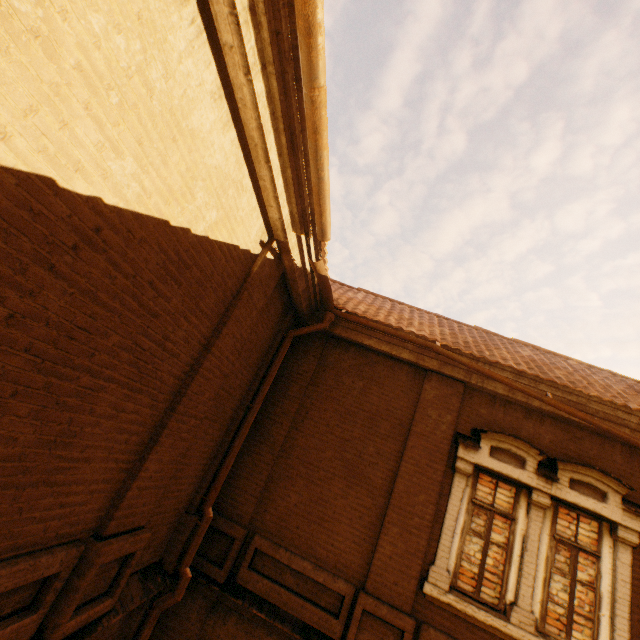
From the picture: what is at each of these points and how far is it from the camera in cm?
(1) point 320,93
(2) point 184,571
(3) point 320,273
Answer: (1) gutter, 273
(2) drain pipe, 480
(3) gutter, 482

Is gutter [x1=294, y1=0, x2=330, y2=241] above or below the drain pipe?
above

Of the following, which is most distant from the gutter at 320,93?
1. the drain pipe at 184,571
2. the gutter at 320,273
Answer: the drain pipe at 184,571

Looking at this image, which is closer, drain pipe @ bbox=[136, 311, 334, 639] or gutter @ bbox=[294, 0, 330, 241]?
gutter @ bbox=[294, 0, 330, 241]

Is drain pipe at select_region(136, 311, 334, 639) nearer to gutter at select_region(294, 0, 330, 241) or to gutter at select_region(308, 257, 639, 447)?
gutter at select_region(308, 257, 639, 447)

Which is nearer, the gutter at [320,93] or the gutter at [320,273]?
the gutter at [320,93]

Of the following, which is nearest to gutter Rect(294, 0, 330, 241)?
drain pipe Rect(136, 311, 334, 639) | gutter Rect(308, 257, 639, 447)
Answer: gutter Rect(308, 257, 639, 447)
